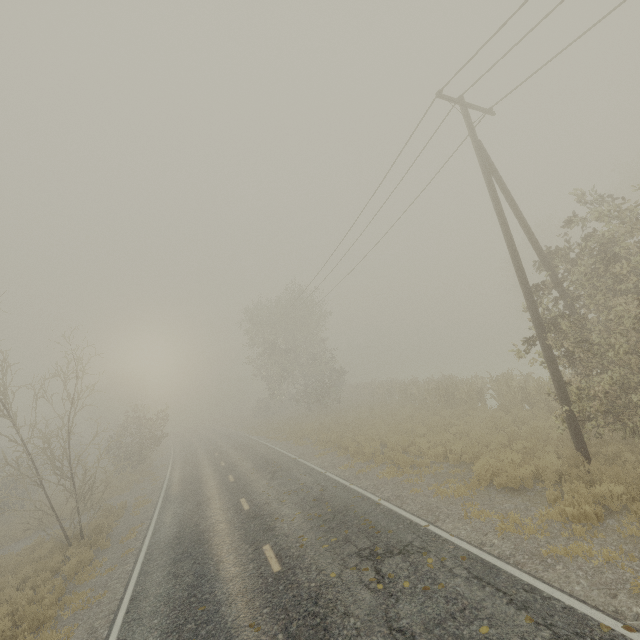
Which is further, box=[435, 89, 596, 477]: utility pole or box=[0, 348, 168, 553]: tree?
box=[0, 348, 168, 553]: tree

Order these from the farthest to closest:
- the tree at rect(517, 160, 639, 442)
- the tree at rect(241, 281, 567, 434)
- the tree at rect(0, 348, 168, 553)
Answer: the tree at rect(241, 281, 567, 434) → the tree at rect(0, 348, 168, 553) → the tree at rect(517, 160, 639, 442)

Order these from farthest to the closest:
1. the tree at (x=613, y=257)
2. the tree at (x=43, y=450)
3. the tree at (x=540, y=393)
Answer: the tree at (x=540, y=393) < the tree at (x=43, y=450) < the tree at (x=613, y=257)

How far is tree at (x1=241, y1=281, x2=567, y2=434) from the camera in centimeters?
1611cm

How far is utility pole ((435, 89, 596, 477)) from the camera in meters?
9.0 m

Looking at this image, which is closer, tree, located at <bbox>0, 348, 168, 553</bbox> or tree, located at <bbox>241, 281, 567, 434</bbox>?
tree, located at <bbox>0, 348, 168, 553</bbox>

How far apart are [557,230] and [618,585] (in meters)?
50.34

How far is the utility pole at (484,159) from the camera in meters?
9.0 m
